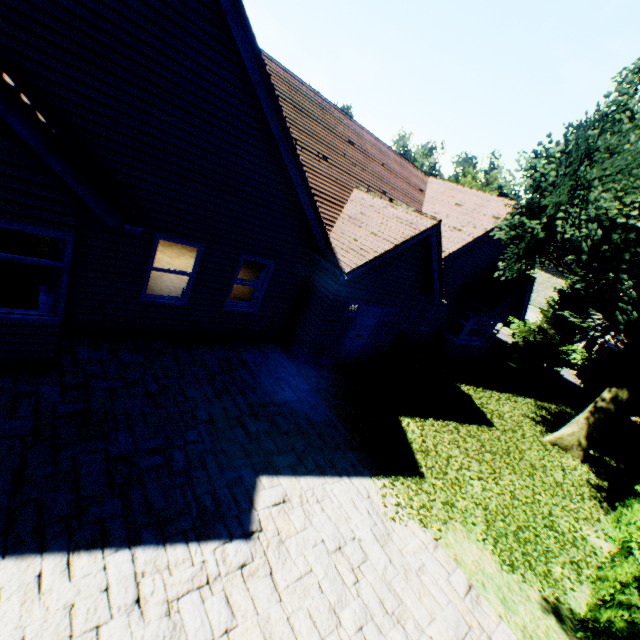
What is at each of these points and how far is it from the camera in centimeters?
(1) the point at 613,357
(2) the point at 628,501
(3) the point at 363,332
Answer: (1) tree, 978cm
(2) hedge, 870cm
(3) door, 1098cm

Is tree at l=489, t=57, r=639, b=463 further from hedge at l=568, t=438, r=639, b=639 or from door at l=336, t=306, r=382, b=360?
door at l=336, t=306, r=382, b=360

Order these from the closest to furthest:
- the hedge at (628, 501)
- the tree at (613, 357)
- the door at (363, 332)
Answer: the hedge at (628, 501)
the tree at (613, 357)
the door at (363, 332)

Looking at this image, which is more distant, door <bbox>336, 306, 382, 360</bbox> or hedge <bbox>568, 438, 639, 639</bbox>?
door <bbox>336, 306, 382, 360</bbox>

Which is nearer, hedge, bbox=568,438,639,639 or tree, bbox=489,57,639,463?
hedge, bbox=568,438,639,639

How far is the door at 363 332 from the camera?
10.5 meters

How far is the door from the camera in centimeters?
1052cm

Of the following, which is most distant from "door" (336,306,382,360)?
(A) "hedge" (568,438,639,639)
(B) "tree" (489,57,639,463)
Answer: (A) "hedge" (568,438,639,639)
